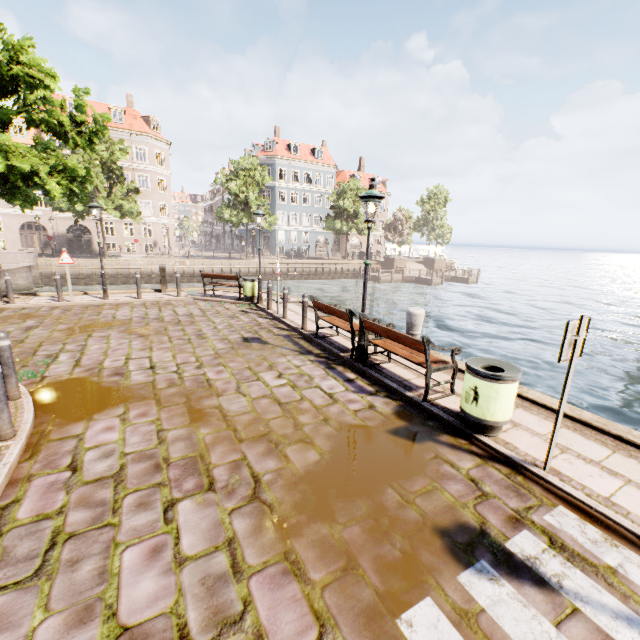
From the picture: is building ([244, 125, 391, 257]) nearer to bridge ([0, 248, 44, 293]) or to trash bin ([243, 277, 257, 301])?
bridge ([0, 248, 44, 293])

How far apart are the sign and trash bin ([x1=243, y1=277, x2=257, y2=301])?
11.18m

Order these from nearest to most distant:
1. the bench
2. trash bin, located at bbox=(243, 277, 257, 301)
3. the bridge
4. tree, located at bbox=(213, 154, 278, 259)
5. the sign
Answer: the sign → the bench → trash bin, located at bbox=(243, 277, 257, 301) → the bridge → tree, located at bbox=(213, 154, 278, 259)

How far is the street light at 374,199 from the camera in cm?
629

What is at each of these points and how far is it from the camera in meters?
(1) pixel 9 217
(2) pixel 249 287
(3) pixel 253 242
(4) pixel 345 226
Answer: (1) building, 33.7 m
(2) trash bin, 13.2 m
(3) building, 50.5 m
(4) tree, 40.5 m

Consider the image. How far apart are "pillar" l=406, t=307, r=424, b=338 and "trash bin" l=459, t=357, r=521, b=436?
2.9m

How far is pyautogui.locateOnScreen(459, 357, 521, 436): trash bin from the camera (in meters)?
4.38

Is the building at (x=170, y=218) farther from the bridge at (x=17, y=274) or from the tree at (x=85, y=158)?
the bridge at (x=17, y=274)
